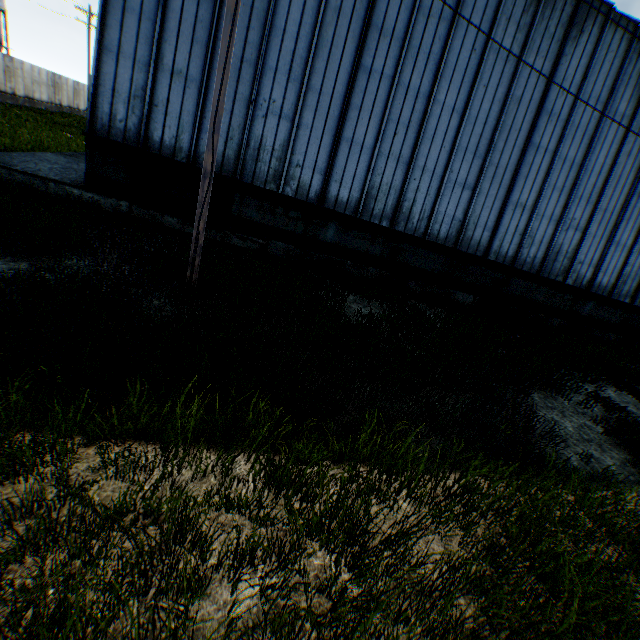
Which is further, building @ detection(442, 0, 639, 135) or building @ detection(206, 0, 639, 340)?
building @ detection(442, 0, 639, 135)

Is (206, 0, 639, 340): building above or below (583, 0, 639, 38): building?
below

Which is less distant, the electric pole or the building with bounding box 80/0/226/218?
the electric pole

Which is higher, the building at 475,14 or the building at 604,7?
the building at 604,7

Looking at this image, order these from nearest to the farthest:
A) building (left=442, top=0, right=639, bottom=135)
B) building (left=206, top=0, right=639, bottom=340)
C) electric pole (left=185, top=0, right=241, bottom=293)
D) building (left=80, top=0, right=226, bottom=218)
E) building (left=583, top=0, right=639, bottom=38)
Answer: electric pole (left=185, top=0, right=241, bottom=293)
building (left=80, top=0, right=226, bottom=218)
building (left=206, top=0, right=639, bottom=340)
building (left=442, top=0, right=639, bottom=135)
building (left=583, top=0, right=639, bottom=38)

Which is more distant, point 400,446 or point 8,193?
point 8,193

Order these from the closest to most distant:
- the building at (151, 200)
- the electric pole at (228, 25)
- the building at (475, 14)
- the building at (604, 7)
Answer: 1. the electric pole at (228, 25)
2. the building at (151, 200)
3. the building at (475, 14)
4. the building at (604, 7)
